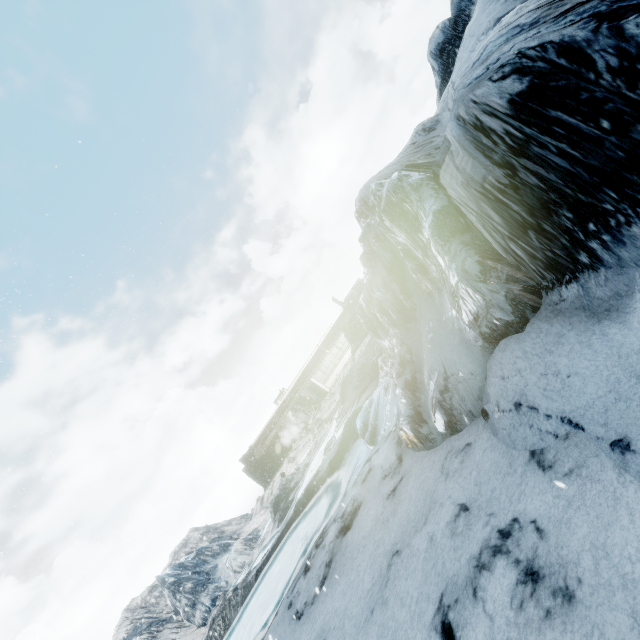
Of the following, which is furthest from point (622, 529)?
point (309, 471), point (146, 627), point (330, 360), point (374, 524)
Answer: point (330, 360)
